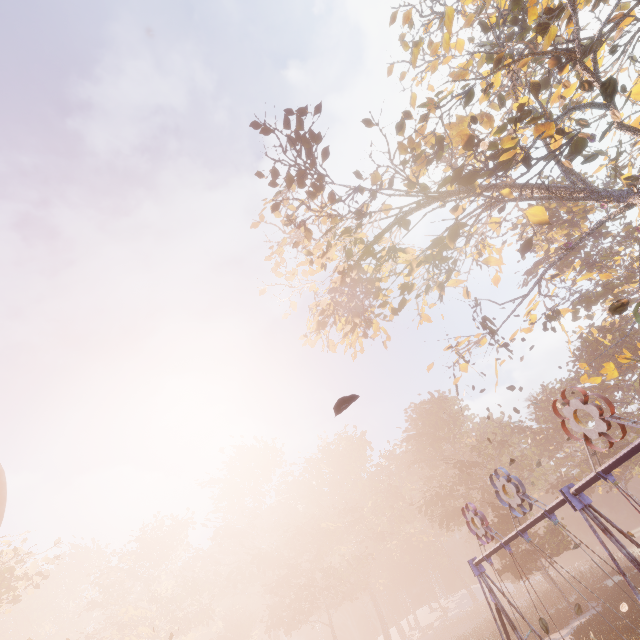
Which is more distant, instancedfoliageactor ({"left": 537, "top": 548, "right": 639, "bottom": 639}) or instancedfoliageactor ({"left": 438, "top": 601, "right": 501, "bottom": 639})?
instancedfoliageactor ({"left": 438, "top": 601, "right": 501, "bottom": 639})

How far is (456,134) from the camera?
10.78m

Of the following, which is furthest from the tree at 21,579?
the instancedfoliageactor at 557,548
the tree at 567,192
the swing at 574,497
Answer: the tree at 567,192

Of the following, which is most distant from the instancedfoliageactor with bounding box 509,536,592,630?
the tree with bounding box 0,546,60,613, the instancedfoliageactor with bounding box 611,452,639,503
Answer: the tree with bounding box 0,546,60,613

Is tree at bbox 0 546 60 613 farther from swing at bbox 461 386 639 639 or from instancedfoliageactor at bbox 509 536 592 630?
swing at bbox 461 386 639 639

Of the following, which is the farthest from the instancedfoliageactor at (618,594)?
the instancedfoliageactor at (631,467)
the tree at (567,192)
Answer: the tree at (567,192)

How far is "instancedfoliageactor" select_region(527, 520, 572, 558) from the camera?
27.0 meters
